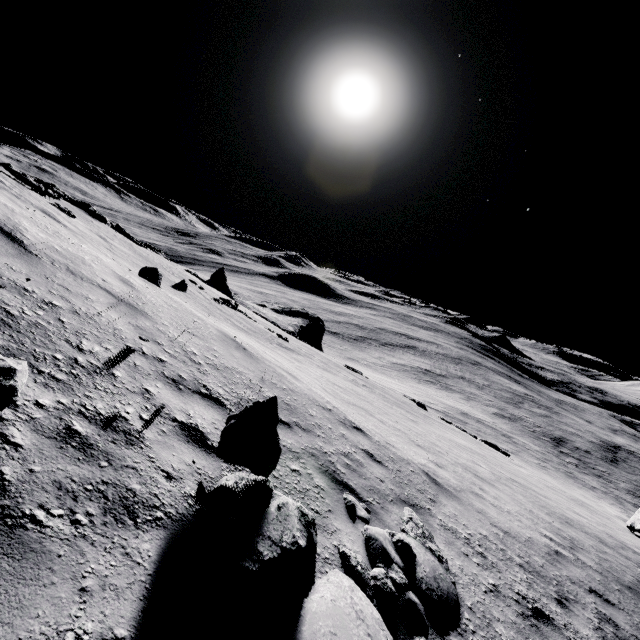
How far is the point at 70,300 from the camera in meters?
4.2

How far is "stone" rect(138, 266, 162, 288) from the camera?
8.5 meters

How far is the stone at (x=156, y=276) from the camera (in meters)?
8.54

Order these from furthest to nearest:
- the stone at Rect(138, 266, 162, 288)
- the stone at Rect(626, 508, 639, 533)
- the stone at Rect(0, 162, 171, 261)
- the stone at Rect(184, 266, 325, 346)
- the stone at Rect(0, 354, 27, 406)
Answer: the stone at Rect(184, 266, 325, 346), the stone at Rect(626, 508, 639, 533), the stone at Rect(0, 162, 171, 261), the stone at Rect(138, 266, 162, 288), the stone at Rect(0, 354, 27, 406)

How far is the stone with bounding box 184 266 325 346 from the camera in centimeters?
2884cm

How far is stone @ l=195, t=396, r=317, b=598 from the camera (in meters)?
2.37

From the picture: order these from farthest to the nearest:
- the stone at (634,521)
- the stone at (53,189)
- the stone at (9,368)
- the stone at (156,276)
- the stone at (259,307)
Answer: the stone at (259,307) → the stone at (634,521) → the stone at (53,189) → the stone at (156,276) → the stone at (9,368)

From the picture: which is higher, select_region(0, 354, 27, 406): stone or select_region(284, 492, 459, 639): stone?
select_region(0, 354, 27, 406): stone
